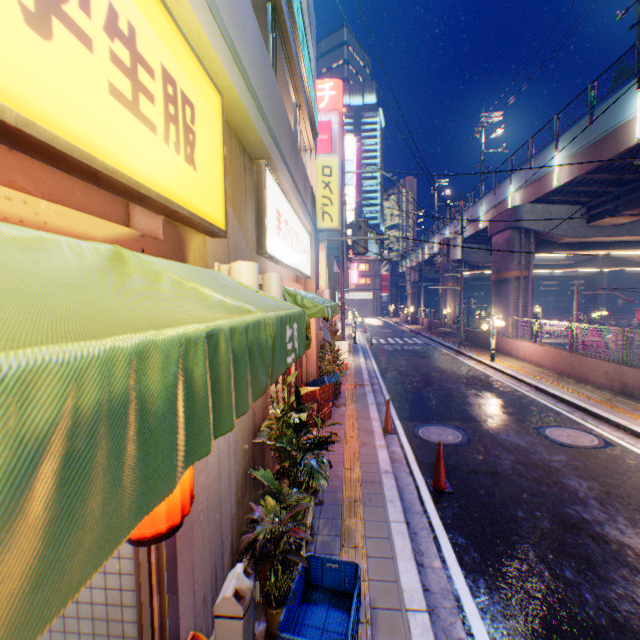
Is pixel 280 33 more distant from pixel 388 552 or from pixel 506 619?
pixel 506 619

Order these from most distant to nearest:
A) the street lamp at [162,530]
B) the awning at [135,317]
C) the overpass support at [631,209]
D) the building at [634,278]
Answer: the building at [634,278] → the overpass support at [631,209] → the street lamp at [162,530] → the awning at [135,317]

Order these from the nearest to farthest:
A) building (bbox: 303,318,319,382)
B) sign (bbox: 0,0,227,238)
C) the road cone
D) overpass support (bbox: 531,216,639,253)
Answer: sign (bbox: 0,0,227,238) < the road cone < building (bbox: 303,318,319,382) < overpass support (bbox: 531,216,639,253)

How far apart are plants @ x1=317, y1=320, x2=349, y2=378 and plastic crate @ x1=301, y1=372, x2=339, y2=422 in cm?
103

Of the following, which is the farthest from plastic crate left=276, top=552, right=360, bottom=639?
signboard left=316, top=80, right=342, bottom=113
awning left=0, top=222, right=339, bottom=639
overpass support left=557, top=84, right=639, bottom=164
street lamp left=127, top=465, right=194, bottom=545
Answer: signboard left=316, top=80, right=342, bottom=113

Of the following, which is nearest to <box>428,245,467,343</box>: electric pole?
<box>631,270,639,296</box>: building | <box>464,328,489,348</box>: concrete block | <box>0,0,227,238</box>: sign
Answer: <box>464,328,489,348</box>: concrete block

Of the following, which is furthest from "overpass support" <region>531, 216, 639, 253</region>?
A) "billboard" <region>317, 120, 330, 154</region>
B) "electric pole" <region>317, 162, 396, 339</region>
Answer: "billboard" <region>317, 120, 330, 154</region>

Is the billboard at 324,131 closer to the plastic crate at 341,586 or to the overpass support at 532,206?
the overpass support at 532,206
